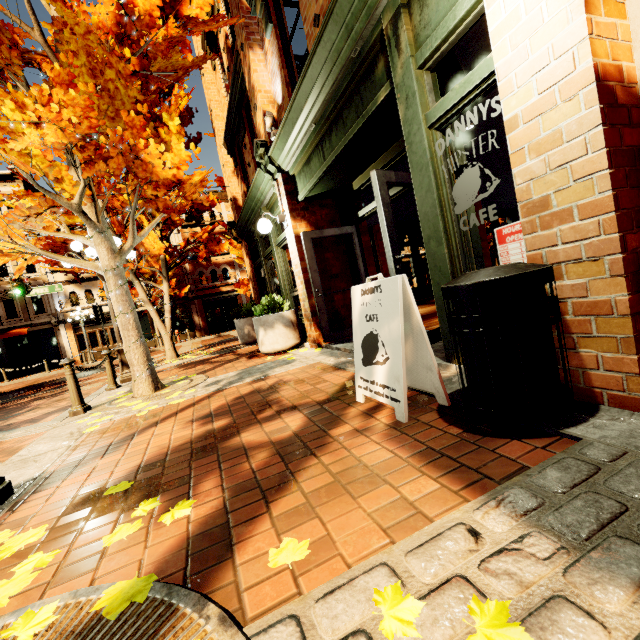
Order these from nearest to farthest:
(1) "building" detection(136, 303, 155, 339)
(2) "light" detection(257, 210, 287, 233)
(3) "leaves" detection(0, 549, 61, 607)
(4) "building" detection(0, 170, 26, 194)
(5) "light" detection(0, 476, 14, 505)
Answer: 1. (3) "leaves" detection(0, 549, 61, 607)
2. (5) "light" detection(0, 476, 14, 505)
3. (2) "light" detection(257, 210, 287, 233)
4. (4) "building" detection(0, 170, 26, 194)
5. (1) "building" detection(136, 303, 155, 339)

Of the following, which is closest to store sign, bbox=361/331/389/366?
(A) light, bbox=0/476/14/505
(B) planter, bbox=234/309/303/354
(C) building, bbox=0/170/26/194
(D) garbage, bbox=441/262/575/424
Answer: (D) garbage, bbox=441/262/575/424

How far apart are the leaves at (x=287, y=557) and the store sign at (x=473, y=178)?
2.5m

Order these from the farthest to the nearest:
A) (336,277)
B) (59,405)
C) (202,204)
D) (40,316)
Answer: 1. (40,316)
2. (202,204)
3. (59,405)
4. (336,277)

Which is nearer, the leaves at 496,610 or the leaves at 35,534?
the leaves at 496,610

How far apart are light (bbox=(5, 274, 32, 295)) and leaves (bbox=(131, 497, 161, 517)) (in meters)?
18.77

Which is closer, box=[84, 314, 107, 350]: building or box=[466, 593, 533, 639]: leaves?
box=[466, 593, 533, 639]: leaves

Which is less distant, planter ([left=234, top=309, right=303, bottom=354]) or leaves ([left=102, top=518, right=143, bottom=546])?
leaves ([left=102, top=518, right=143, bottom=546])
